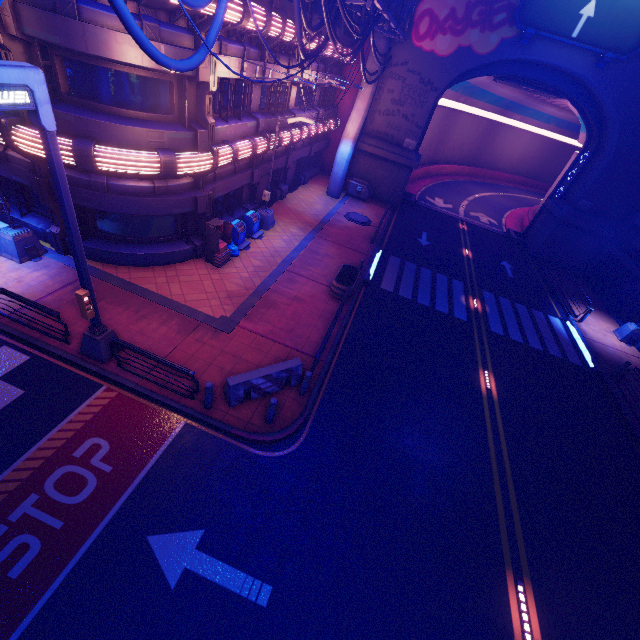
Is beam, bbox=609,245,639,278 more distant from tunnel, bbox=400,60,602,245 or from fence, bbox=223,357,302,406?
fence, bbox=223,357,302,406

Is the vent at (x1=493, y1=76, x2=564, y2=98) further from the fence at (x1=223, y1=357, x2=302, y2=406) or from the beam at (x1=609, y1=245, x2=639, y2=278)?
the fence at (x1=223, y1=357, x2=302, y2=406)

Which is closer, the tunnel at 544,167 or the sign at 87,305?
the sign at 87,305

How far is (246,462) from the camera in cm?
876

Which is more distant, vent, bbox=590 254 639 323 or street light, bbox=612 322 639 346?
vent, bbox=590 254 639 323

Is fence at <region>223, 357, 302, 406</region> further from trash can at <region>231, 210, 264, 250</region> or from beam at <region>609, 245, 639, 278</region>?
beam at <region>609, 245, 639, 278</region>

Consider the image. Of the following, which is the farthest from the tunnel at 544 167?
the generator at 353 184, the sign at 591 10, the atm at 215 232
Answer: the atm at 215 232

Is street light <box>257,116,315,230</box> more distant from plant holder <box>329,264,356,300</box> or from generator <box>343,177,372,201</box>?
generator <box>343,177,372,201</box>
